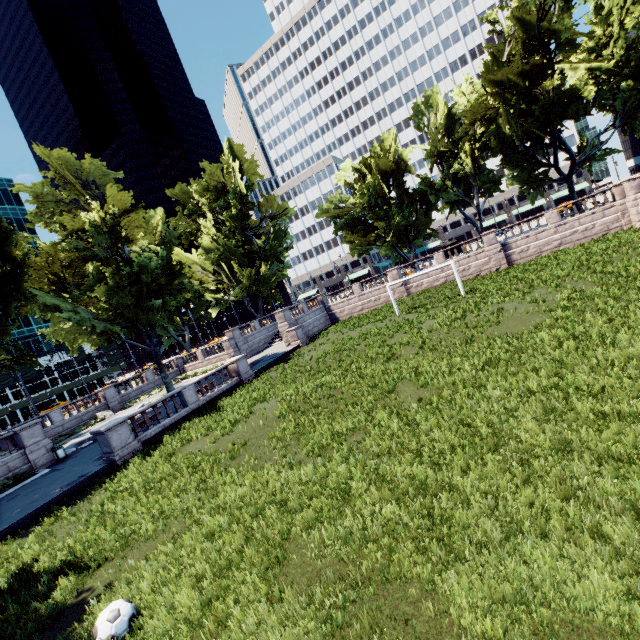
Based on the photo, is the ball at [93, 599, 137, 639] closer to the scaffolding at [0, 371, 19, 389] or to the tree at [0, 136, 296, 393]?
the tree at [0, 136, 296, 393]

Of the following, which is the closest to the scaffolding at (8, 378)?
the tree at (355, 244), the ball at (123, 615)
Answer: the tree at (355, 244)

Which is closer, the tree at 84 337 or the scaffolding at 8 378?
the tree at 84 337

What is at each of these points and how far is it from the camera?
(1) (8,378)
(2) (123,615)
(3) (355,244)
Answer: (1) scaffolding, 58.81m
(2) ball, 5.94m
(3) tree, 40.72m

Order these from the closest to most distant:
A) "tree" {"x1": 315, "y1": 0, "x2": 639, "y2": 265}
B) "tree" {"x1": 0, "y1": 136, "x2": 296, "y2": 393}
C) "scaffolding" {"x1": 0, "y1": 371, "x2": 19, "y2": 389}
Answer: "tree" {"x1": 0, "y1": 136, "x2": 296, "y2": 393}
"tree" {"x1": 315, "y1": 0, "x2": 639, "y2": 265}
"scaffolding" {"x1": 0, "y1": 371, "x2": 19, "y2": 389}

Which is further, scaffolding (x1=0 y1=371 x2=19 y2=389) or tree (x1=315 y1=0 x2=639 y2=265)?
scaffolding (x1=0 y1=371 x2=19 y2=389)

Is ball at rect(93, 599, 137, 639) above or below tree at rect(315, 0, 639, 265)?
below
